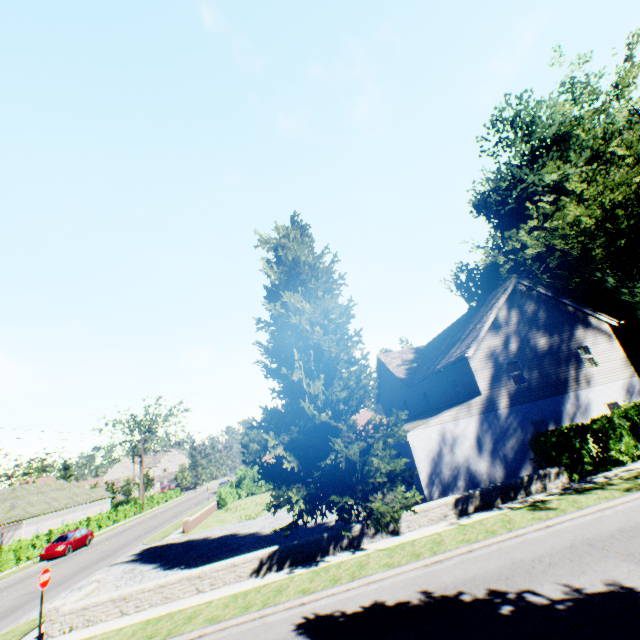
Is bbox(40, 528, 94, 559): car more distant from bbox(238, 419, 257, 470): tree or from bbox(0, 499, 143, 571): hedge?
bbox(238, 419, 257, 470): tree

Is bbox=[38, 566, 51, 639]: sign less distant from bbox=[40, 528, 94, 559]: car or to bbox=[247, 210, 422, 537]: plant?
bbox=[247, 210, 422, 537]: plant

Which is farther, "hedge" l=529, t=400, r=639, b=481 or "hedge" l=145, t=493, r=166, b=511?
"hedge" l=145, t=493, r=166, b=511

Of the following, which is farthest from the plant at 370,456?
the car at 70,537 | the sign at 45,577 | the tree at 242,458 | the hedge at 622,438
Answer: the car at 70,537

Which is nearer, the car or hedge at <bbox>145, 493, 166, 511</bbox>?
the car

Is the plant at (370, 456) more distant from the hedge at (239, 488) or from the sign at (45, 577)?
the sign at (45, 577)

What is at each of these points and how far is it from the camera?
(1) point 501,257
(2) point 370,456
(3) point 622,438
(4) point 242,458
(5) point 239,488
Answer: (1) plant, 21.8 meters
(2) plant, 12.0 meters
(3) hedge, 14.9 meters
(4) tree, 54.3 meters
(5) hedge, 38.2 meters
